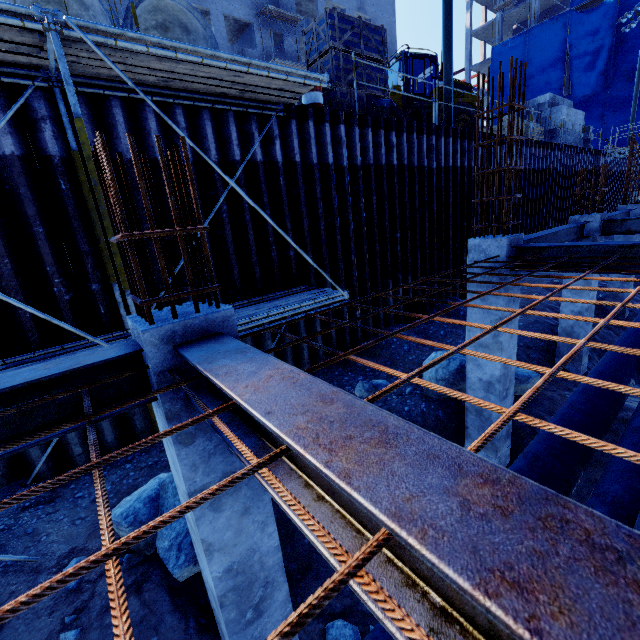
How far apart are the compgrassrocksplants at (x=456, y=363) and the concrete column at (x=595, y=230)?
3.29m

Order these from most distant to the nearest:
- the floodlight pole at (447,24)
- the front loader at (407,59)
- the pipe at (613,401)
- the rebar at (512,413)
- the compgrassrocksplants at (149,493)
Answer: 1. the front loader at (407,59)
2. the floodlight pole at (447,24)
3. the pipe at (613,401)
4. the compgrassrocksplants at (149,493)
5. the rebar at (512,413)

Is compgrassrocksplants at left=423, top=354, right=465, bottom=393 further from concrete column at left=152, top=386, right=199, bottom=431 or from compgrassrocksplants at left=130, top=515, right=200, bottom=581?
concrete column at left=152, top=386, right=199, bottom=431

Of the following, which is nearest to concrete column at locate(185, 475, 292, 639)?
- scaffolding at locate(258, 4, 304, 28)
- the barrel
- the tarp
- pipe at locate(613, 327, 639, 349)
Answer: pipe at locate(613, 327, 639, 349)

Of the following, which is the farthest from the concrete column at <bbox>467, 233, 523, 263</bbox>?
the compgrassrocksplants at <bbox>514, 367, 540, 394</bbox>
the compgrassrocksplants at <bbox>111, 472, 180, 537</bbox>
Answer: the compgrassrocksplants at <bbox>111, 472, 180, 537</bbox>

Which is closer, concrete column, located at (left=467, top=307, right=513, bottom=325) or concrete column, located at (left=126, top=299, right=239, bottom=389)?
concrete column, located at (left=126, top=299, right=239, bottom=389)

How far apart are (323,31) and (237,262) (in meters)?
7.08

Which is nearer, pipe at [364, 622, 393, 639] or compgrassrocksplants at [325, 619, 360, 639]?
pipe at [364, 622, 393, 639]
